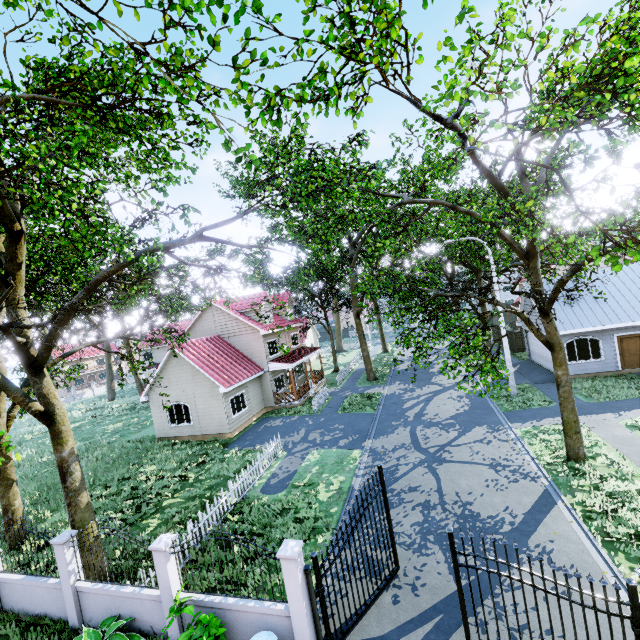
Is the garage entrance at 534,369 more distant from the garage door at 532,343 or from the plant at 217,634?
the plant at 217,634

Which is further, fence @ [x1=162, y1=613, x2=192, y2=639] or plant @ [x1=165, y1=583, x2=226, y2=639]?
fence @ [x1=162, y1=613, x2=192, y2=639]

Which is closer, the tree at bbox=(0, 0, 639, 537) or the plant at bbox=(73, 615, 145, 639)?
the tree at bbox=(0, 0, 639, 537)

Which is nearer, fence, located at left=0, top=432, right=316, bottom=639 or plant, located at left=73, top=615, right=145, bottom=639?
fence, located at left=0, top=432, right=316, bottom=639

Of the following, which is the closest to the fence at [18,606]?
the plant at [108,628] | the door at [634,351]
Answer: the plant at [108,628]

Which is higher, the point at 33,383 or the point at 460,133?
the point at 460,133

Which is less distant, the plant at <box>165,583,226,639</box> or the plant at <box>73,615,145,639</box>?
the plant at <box>165,583,226,639</box>

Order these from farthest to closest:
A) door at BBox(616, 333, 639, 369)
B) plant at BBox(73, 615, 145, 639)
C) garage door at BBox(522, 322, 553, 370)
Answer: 1. garage door at BBox(522, 322, 553, 370)
2. door at BBox(616, 333, 639, 369)
3. plant at BBox(73, 615, 145, 639)
